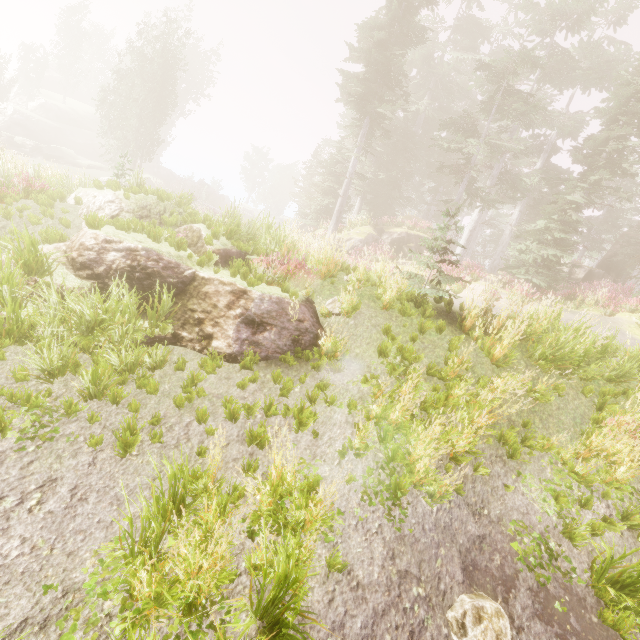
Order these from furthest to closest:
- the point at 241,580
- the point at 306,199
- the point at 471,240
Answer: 1. the point at 306,199
2. the point at 471,240
3. the point at 241,580

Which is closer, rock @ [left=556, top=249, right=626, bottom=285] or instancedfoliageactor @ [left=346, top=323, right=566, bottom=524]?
instancedfoliageactor @ [left=346, top=323, right=566, bottom=524]

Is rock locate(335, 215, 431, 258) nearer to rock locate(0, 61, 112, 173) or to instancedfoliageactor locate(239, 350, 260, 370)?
instancedfoliageactor locate(239, 350, 260, 370)

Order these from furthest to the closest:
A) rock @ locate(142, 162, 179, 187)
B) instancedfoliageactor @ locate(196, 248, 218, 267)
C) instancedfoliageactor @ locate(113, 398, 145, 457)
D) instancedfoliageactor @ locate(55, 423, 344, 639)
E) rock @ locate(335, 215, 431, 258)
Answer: rock @ locate(142, 162, 179, 187), rock @ locate(335, 215, 431, 258), instancedfoliageactor @ locate(196, 248, 218, 267), instancedfoliageactor @ locate(113, 398, 145, 457), instancedfoliageactor @ locate(55, 423, 344, 639)

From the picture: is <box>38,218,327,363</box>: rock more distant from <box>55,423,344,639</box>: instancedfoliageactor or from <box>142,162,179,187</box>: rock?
<box>142,162,179,187</box>: rock

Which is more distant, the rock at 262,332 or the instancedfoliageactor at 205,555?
the rock at 262,332

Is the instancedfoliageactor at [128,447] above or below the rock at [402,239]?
below

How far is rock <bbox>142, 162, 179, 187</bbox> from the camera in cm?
4009
